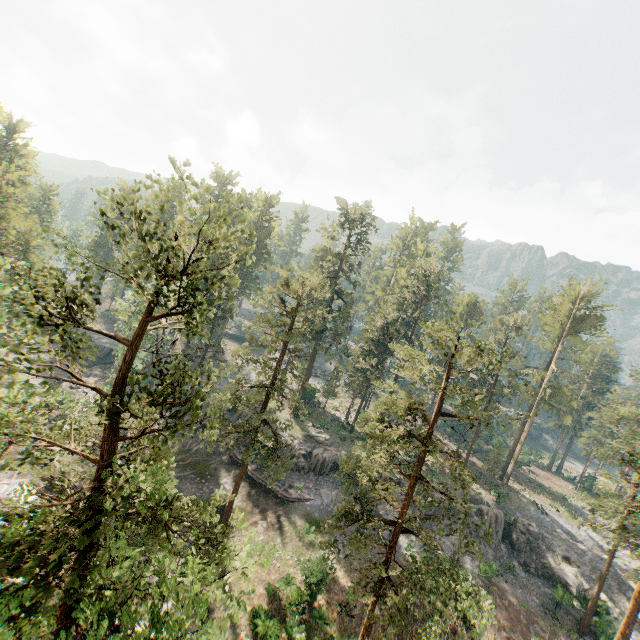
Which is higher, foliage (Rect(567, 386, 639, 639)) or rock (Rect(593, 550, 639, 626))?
foliage (Rect(567, 386, 639, 639))

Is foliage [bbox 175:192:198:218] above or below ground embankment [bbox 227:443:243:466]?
above

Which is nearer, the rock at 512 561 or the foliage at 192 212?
the foliage at 192 212

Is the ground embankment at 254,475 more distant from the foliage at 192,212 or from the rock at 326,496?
the foliage at 192,212

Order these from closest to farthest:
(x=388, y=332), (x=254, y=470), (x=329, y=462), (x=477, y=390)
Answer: (x=254, y=470) → (x=329, y=462) → (x=388, y=332) → (x=477, y=390)

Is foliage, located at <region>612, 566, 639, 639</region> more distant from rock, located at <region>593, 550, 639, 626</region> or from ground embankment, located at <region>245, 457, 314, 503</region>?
ground embankment, located at <region>245, 457, 314, 503</region>

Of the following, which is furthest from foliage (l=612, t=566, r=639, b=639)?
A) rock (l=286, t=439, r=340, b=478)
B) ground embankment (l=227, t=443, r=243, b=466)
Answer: ground embankment (l=227, t=443, r=243, b=466)
